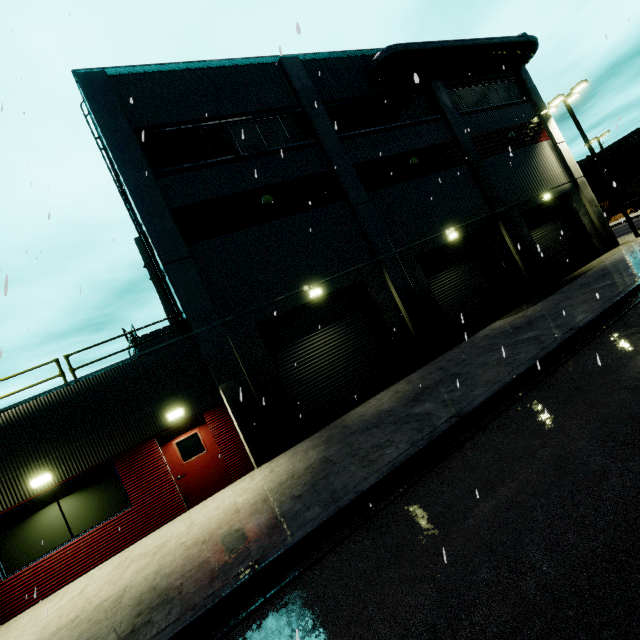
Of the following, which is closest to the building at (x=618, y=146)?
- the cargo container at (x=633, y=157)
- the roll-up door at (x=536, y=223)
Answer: the roll-up door at (x=536, y=223)

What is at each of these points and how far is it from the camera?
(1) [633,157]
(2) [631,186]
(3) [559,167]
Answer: (1) cargo container, 46.5 meters
(2) semi trailer, 42.8 meters
(3) building, 20.0 meters

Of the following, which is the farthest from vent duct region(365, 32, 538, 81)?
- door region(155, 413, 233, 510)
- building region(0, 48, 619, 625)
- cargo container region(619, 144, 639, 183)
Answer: door region(155, 413, 233, 510)

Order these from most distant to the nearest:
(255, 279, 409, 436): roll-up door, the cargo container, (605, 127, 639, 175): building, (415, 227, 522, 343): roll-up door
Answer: (605, 127, 639, 175): building
the cargo container
(415, 227, 522, 343): roll-up door
(255, 279, 409, 436): roll-up door

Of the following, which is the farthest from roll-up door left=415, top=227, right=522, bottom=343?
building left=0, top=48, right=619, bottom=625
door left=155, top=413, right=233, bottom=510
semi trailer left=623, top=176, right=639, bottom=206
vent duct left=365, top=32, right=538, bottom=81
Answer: door left=155, top=413, right=233, bottom=510

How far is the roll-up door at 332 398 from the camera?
12.0m

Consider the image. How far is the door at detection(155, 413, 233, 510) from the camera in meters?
9.9 m

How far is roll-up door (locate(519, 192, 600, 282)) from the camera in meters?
18.4
